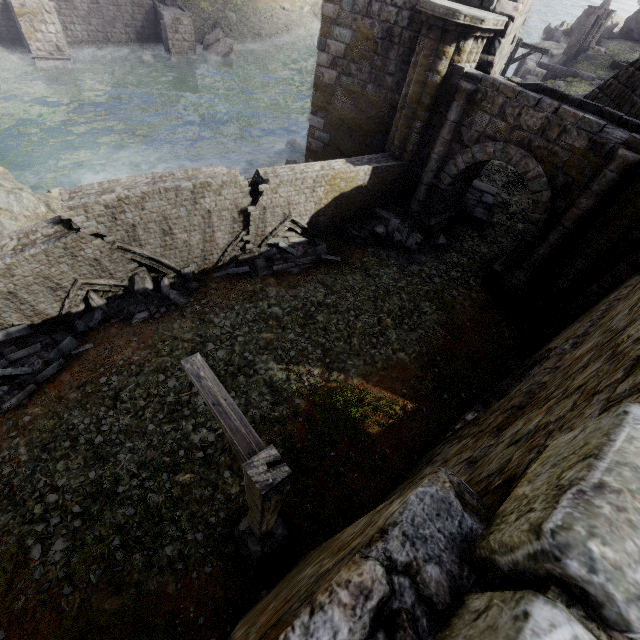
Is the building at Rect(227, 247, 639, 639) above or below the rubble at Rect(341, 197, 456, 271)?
above

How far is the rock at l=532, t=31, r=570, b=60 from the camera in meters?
37.5 m

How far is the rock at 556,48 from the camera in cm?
3753

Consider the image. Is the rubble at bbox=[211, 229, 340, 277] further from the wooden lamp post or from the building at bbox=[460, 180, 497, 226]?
the wooden lamp post

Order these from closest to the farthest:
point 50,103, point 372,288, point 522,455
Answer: point 522,455, point 372,288, point 50,103

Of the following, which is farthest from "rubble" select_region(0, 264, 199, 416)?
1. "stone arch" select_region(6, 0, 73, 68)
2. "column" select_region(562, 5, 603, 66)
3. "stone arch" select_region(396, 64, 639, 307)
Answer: "column" select_region(562, 5, 603, 66)

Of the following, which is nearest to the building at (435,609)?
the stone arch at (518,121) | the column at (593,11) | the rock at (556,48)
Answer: the stone arch at (518,121)

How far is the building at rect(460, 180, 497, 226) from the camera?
13.23m
